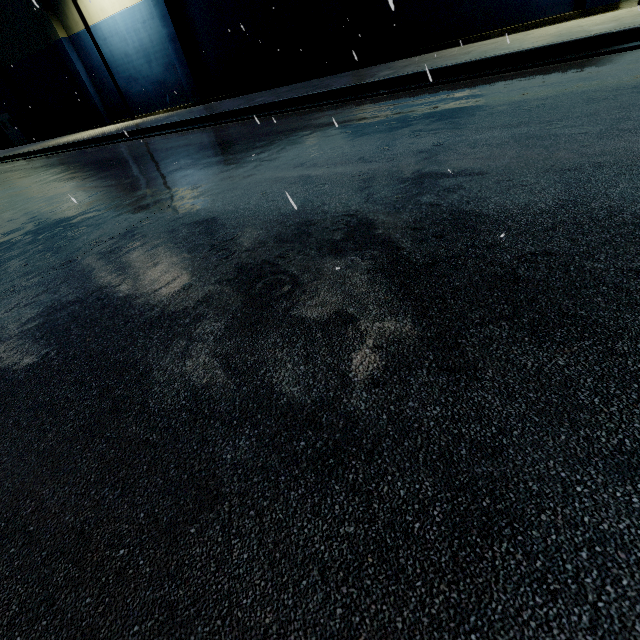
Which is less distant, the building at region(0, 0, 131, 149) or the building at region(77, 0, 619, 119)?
the building at region(77, 0, 619, 119)

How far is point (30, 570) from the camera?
1.1m

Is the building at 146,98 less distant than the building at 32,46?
Yes
